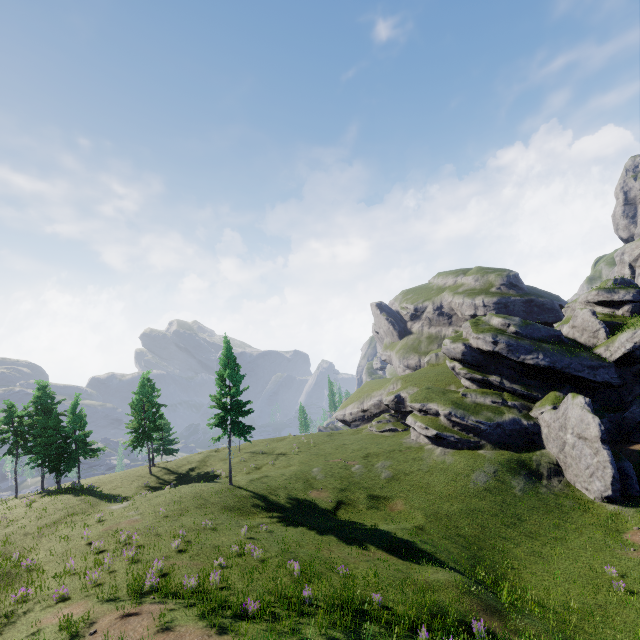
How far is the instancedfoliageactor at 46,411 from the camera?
36.2 meters

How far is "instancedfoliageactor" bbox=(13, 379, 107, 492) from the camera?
36.2 meters

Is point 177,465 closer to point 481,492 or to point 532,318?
point 481,492
